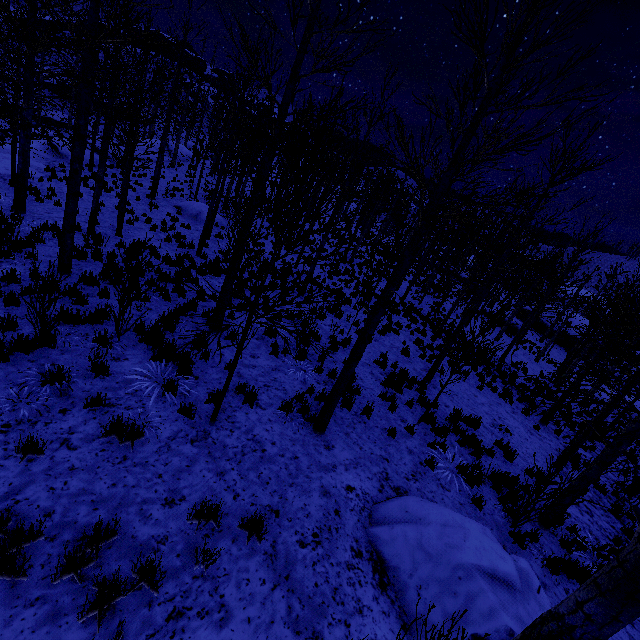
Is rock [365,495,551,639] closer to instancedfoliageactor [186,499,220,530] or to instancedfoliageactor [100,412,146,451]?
instancedfoliageactor [186,499,220,530]

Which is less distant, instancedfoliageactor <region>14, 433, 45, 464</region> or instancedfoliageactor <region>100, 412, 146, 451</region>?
instancedfoliageactor <region>14, 433, 45, 464</region>

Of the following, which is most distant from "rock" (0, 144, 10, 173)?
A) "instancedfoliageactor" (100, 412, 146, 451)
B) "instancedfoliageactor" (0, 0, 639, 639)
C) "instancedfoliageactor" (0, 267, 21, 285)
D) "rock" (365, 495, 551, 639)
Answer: "rock" (365, 495, 551, 639)

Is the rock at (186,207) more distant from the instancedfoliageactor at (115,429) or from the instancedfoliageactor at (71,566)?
the instancedfoliageactor at (115,429)

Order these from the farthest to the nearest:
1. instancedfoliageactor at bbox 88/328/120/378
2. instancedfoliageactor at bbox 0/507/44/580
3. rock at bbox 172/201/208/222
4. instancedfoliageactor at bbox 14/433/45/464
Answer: rock at bbox 172/201/208/222 → instancedfoliageactor at bbox 88/328/120/378 → instancedfoliageactor at bbox 14/433/45/464 → instancedfoliageactor at bbox 0/507/44/580

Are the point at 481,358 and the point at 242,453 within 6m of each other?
yes

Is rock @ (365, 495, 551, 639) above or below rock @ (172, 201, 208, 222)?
above

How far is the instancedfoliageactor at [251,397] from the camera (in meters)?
6.10
